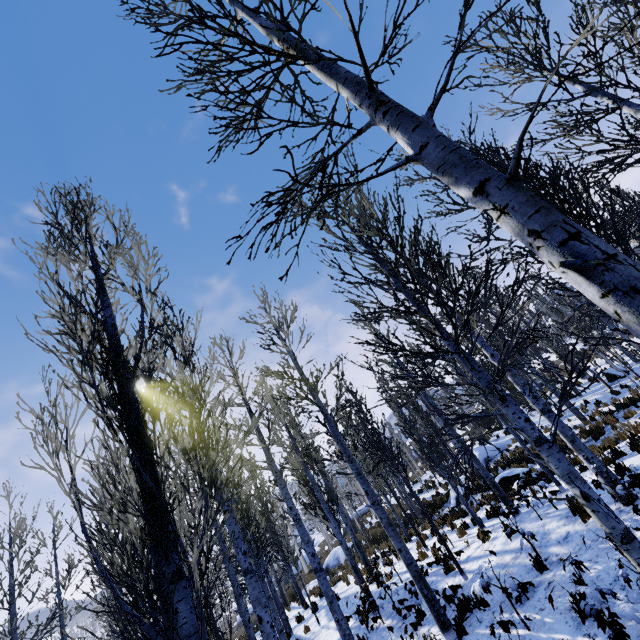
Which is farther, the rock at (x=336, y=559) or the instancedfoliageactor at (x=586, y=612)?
the rock at (x=336, y=559)

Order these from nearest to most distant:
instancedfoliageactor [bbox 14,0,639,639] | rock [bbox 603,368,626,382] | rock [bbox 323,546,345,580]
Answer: instancedfoliageactor [bbox 14,0,639,639] → rock [bbox 603,368,626,382] → rock [bbox 323,546,345,580]

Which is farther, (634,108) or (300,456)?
(300,456)

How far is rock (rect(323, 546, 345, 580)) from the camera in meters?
24.5 m

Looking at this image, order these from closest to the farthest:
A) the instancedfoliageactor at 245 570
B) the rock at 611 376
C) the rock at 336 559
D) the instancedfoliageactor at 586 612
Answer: the instancedfoliageactor at 245 570
the instancedfoliageactor at 586 612
the rock at 611 376
the rock at 336 559

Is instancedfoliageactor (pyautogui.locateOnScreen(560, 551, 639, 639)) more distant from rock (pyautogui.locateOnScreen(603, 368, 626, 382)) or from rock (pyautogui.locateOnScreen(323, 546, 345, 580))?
rock (pyautogui.locateOnScreen(323, 546, 345, 580))

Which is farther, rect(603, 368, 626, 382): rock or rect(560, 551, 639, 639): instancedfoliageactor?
rect(603, 368, 626, 382): rock

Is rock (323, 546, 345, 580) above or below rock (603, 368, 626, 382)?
below
